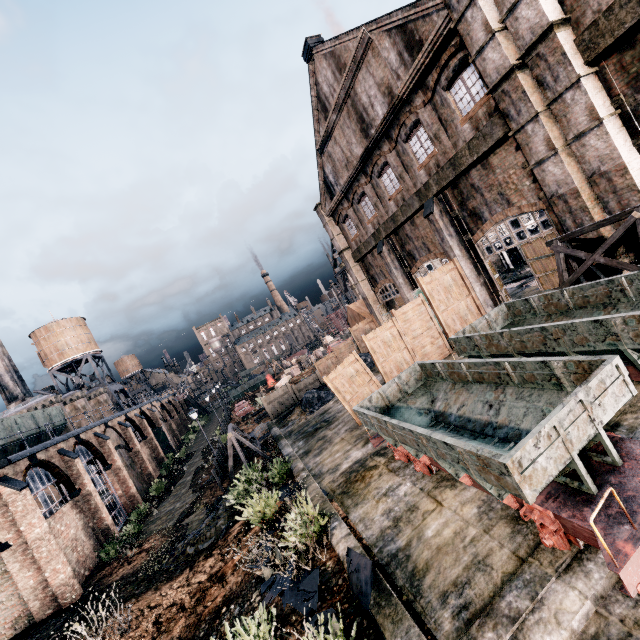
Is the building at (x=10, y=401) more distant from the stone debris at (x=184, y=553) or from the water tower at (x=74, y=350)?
the stone debris at (x=184, y=553)

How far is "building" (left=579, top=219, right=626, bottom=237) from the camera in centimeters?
1135cm

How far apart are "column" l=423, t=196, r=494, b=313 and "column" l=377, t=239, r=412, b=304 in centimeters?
565cm

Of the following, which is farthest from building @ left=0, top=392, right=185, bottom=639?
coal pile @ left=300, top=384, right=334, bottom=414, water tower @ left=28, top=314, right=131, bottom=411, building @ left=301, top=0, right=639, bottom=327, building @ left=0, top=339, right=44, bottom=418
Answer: building @ left=301, top=0, right=639, bottom=327

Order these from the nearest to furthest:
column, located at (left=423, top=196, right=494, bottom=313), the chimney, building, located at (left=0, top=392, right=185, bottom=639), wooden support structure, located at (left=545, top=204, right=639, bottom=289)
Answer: wooden support structure, located at (left=545, top=204, right=639, bottom=289) < building, located at (left=0, top=392, right=185, bottom=639) < column, located at (left=423, top=196, right=494, bottom=313) < the chimney

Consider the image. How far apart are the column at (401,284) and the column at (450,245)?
5.65m

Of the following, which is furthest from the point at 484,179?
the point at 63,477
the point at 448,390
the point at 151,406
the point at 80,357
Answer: the point at 80,357

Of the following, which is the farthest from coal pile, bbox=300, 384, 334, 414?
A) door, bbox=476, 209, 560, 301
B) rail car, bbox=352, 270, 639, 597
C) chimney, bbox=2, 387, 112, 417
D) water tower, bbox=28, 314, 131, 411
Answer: water tower, bbox=28, 314, 131, 411
